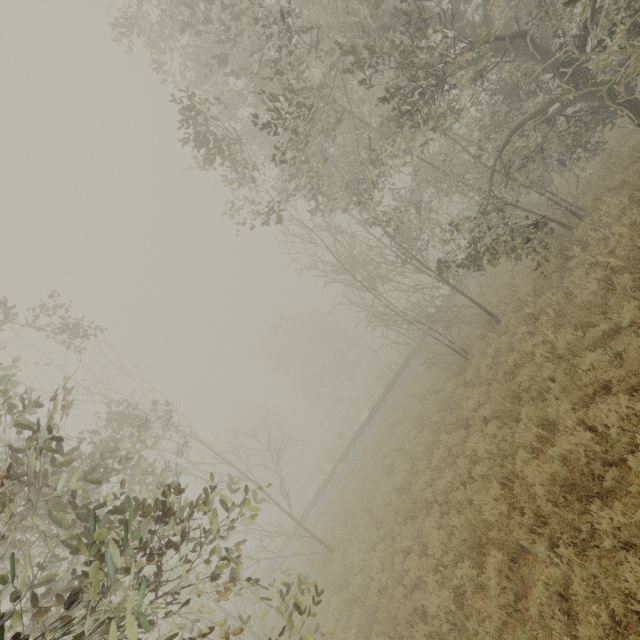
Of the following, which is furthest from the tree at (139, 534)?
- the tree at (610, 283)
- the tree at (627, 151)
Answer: the tree at (627, 151)

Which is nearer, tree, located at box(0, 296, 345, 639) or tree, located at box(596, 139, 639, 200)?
tree, located at box(0, 296, 345, 639)

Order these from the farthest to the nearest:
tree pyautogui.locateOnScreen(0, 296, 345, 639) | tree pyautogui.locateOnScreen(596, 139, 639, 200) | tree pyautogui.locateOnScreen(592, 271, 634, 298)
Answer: tree pyautogui.locateOnScreen(596, 139, 639, 200), tree pyautogui.locateOnScreen(592, 271, 634, 298), tree pyautogui.locateOnScreen(0, 296, 345, 639)

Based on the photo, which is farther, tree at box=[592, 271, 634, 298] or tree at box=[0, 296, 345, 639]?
tree at box=[592, 271, 634, 298]

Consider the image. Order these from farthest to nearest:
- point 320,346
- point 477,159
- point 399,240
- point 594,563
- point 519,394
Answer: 1. point 320,346
2. point 399,240
3. point 477,159
4. point 519,394
5. point 594,563

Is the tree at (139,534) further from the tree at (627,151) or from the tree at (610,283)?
the tree at (627,151)

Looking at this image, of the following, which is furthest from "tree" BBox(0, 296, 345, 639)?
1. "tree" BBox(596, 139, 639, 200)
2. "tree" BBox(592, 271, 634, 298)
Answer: "tree" BBox(596, 139, 639, 200)

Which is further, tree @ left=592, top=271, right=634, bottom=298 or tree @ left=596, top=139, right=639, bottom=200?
tree @ left=596, top=139, right=639, bottom=200
